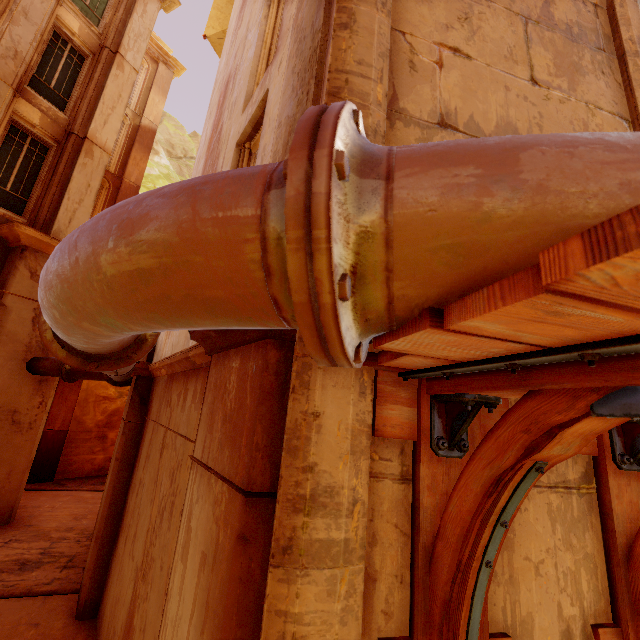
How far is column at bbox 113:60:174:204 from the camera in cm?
1556

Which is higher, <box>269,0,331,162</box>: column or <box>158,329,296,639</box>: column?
<box>269,0,331,162</box>: column

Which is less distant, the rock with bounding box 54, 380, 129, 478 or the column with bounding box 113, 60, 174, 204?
the rock with bounding box 54, 380, 129, 478

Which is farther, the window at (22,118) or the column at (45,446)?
the column at (45,446)

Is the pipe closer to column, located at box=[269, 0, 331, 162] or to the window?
column, located at box=[269, 0, 331, 162]

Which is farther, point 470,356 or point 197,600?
point 197,600

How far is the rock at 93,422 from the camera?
13.13m

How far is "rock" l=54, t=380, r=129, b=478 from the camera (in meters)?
13.13
